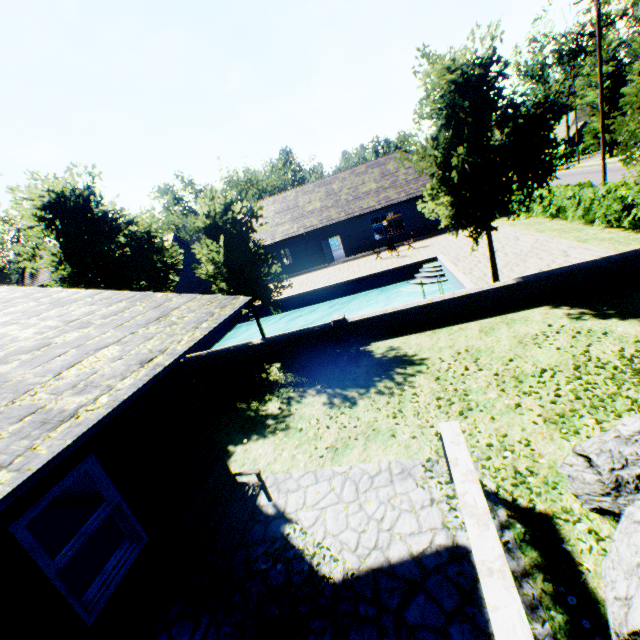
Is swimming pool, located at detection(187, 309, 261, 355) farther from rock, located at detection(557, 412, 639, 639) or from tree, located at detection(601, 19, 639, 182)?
rock, located at detection(557, 412, 639, 639)

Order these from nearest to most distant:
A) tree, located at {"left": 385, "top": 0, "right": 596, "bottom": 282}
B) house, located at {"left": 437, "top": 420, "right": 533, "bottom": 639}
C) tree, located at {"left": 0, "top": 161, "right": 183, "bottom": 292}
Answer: house, located at {"left": 437, "top": 420, "right": 533, "bottom": 639}
tree, located at {"left": 385, "top": 0, "right": 596, "bottom": 282}
tree, located at {"left": 0, "top": 161, "right": 183, "bottom": 292}

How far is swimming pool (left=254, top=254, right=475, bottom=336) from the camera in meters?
17.7

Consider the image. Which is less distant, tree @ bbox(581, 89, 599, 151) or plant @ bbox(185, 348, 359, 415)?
plant @ bbox(185, 348, 359, 415)

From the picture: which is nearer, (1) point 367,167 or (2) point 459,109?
(2) point 459,109

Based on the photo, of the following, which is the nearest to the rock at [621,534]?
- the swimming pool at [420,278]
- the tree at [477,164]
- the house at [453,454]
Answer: the house at [453,454]

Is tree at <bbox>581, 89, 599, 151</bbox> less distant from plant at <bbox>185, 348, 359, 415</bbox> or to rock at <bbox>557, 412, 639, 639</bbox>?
plant at <bbox>185, 348, 359, 415</bbox>

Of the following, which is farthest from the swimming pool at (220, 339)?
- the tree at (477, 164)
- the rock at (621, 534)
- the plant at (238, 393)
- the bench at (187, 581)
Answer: the bench at (187, 581)
